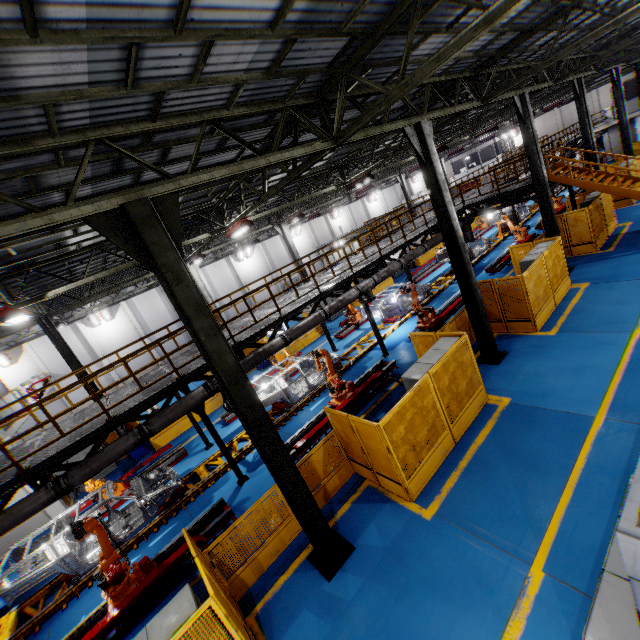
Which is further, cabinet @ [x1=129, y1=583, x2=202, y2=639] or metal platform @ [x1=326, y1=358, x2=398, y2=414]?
metal platform @ [x1=326, y1=358, x2=398, y2=414]

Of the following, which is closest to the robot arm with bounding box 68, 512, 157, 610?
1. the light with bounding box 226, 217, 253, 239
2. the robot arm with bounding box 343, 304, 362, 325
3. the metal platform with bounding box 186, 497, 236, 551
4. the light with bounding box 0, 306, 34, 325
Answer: the metal platform with bounding box 186, 497, 236, 551

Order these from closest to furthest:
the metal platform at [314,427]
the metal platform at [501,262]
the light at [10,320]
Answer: the light at [10,320], the metal platform at [314,427], the metal platform at [501,262]

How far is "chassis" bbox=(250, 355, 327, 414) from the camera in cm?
1286

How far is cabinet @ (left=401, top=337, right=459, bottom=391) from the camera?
8.14m

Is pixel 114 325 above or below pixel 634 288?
above

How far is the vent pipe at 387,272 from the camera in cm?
1400

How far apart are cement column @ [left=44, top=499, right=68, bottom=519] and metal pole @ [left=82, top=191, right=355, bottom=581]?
12.6 meters
